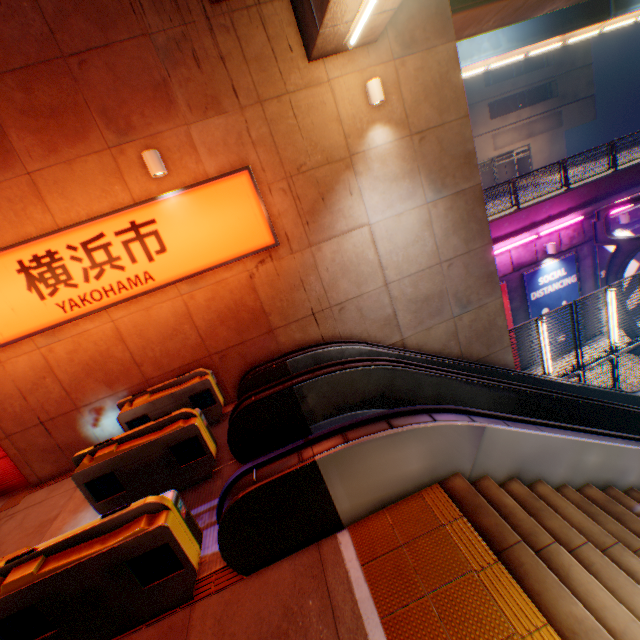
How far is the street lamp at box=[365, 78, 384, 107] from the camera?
6.4m

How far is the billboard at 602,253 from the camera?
14.0m

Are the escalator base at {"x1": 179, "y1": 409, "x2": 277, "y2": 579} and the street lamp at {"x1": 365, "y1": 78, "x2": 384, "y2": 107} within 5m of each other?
no

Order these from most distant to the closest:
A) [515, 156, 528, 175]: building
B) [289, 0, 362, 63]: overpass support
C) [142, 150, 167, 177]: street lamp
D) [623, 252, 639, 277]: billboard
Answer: [515, 156, 528, 175]: building, [623, 252, 639, 277]: billboard, [142, 150, 167, 177]: street lamp, [289, 0, 362, 63]: overpass support

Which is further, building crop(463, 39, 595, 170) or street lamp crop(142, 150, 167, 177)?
building crop(463, 39, 595, 170)

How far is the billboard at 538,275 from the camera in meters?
13.7 m

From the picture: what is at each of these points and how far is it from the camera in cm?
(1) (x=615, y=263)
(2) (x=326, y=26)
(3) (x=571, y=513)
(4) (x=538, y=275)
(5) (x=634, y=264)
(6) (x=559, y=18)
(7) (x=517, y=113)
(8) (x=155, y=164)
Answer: (1) canopy, 1278
(2) overpass support, 539
(3) steps, 372
(4) billboard, 1366
(5) billboard, 1462
(6) overpass support, 1619
(7) building, 3341
(8) street lamp, 589

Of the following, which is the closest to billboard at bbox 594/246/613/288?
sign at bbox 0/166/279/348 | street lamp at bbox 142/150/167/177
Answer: sign at bbox 0/166/279/348
